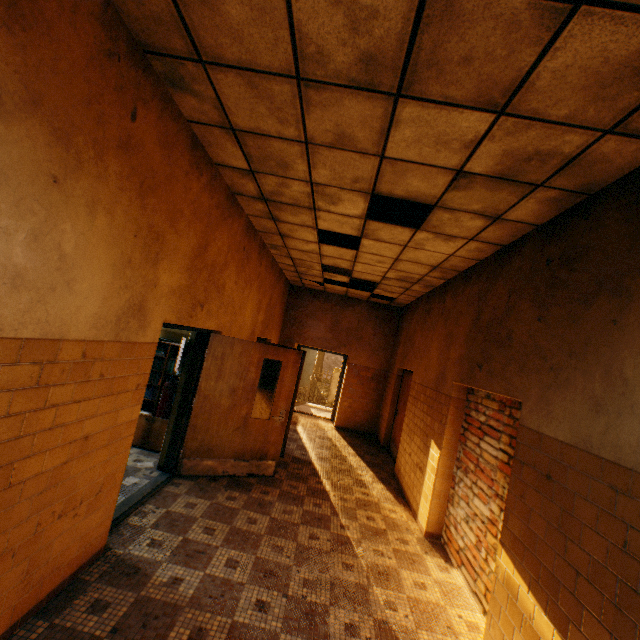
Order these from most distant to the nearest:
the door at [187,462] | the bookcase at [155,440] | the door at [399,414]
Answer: the door at [399,414] < the bookcase at [155,440] < the door at [187,462]

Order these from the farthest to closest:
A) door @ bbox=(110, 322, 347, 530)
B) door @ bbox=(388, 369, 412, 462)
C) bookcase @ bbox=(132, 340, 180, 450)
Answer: Result: door @ bbox=(388, 369, 412, 462) < bookcase @ bbox=(132, 340, 180, 450) < door @ bbox=(110, 322, 347, 530)

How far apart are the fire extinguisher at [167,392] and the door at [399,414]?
4.8 meters

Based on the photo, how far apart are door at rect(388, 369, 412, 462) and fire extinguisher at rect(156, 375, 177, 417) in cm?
A: 476

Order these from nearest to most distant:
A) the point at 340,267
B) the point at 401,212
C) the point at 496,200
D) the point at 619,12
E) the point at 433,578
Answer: the point at 619,12, the point at 496,200, the point at 433,578, the point at 401,212, the point at 340,267

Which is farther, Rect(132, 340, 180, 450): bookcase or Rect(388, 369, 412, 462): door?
Rect(388, 369, 412, 462): door

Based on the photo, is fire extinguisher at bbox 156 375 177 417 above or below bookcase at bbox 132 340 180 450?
above

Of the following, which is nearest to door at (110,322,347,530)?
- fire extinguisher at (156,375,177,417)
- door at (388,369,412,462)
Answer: fire extinguisher at (156,375,177,417)
